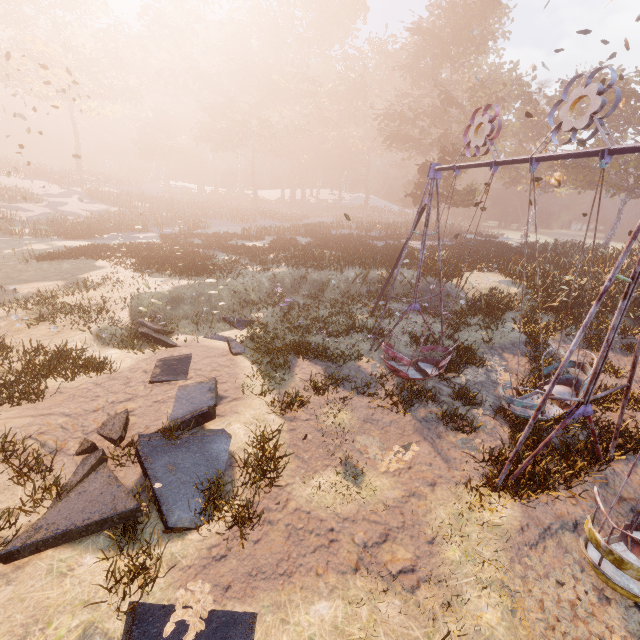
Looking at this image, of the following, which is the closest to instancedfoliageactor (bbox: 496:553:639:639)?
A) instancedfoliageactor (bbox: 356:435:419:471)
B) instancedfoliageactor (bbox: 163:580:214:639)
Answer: instancedfoliageactor (bbox: 356:435:419:471)

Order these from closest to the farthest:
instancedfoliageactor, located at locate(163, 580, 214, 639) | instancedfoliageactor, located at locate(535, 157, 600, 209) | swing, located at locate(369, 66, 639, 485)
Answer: instancedfoliageactor, located at locate(163, 580, 214, 639) → swing, located at locate(369, 66, 639, 485) → instancedfoliageactor, located at locate(535, 157, 600, 209)

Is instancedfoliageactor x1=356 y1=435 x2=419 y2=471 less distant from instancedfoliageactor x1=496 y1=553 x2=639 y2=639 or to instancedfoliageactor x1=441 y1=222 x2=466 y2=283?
instancedfoliageactor x1=496 y1=553 x2=639 y2=639

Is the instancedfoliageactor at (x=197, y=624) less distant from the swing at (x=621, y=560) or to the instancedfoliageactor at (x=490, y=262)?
the swing at (x=621, y=560)

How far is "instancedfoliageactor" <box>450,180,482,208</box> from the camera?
30.6 meters

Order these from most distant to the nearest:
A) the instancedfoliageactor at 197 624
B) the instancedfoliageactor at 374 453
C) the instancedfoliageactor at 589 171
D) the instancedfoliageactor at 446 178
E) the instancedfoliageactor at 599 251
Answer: the instancedfoliageactor at 589 171, the instancedfoliageactor at 446 178, the instancedfoliageactor at 599 251, the instancedfoliageactor at 374 453, the instancedfoliageactor at 197 624

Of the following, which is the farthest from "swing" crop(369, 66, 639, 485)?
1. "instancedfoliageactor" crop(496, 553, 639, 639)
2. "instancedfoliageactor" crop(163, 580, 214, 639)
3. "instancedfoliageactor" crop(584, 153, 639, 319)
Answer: "instancedfoliageactor" crop(584, 153, 639, 319)

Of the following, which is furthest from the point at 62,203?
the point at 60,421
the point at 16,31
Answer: the point at 60,421
